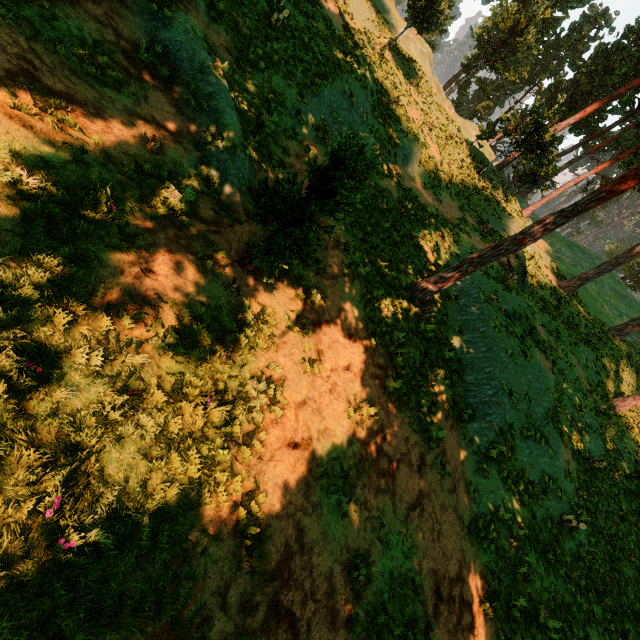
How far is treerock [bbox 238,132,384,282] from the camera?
5.2m

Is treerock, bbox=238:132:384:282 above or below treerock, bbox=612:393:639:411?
below

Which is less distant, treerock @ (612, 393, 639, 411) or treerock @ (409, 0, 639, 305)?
treerock @ (409, 0, 639, 305)

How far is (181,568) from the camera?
4.1m

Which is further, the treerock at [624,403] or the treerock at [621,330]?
the treerock at [621,330]

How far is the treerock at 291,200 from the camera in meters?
5.2

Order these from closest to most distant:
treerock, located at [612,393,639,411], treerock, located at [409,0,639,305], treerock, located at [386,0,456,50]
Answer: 1. treerock, located at [409,0,639,305]
2. treerock, located at [612,393,639,411]
3. treerock, located at [386,0,456,50]
